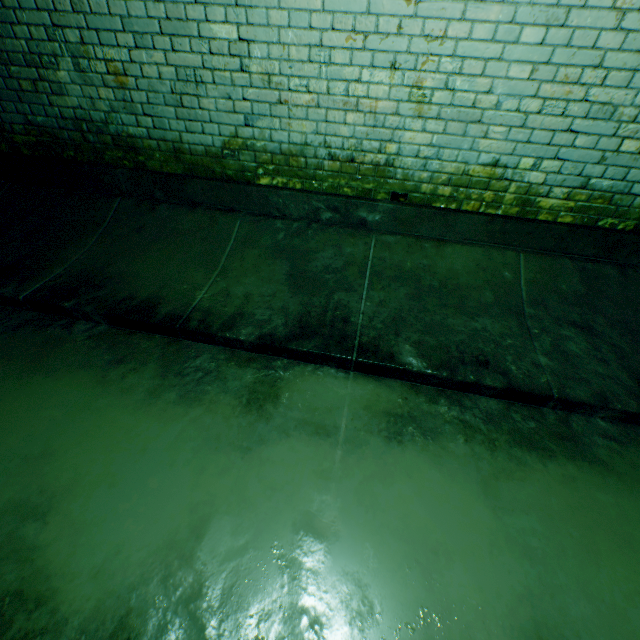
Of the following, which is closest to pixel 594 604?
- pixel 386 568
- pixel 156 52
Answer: pixel 386 568
